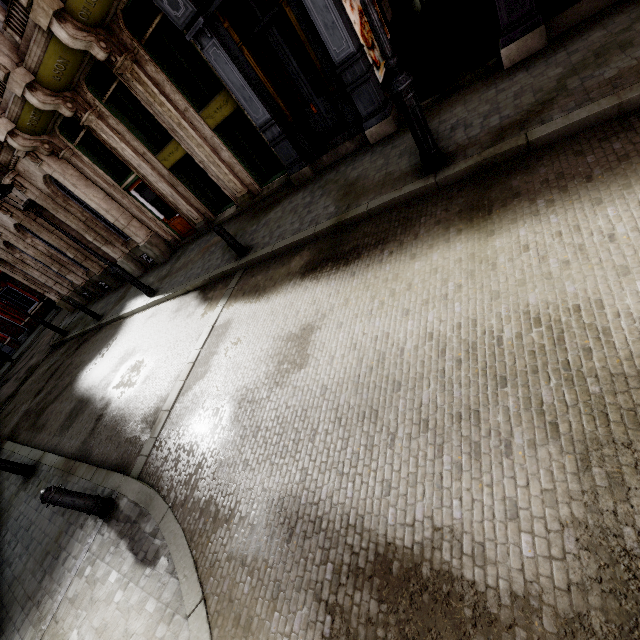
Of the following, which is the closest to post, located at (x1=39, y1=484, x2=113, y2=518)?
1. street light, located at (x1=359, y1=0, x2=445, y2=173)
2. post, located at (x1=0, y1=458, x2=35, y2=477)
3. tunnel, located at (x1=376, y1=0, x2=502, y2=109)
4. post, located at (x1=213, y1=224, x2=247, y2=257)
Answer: post, located at (x1=0, y1=458, x2=35, y2=477)

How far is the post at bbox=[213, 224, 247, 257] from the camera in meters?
7.8

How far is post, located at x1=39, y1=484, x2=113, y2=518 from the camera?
4.58m

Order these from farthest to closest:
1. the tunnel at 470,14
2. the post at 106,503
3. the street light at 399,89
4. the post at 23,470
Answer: the post at 23,470 → the tunnel at 470,14 → the post at 106,503 → the street light at 399,89

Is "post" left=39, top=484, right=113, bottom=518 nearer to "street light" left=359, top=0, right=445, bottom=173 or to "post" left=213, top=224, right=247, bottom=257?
"post" left=213, top=224, right=247, bottom=257

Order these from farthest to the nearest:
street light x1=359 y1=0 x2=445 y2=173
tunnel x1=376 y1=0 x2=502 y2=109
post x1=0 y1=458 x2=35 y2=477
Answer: post x1=0 y1=458 x2=35 y2=477, tunnel x1=376 y1=0 x2=502 y2=109, street light x1=359 y1=0 x2=445 y2=173

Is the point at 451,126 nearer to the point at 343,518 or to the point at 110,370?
the point at 343,518

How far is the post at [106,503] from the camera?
4.58m
